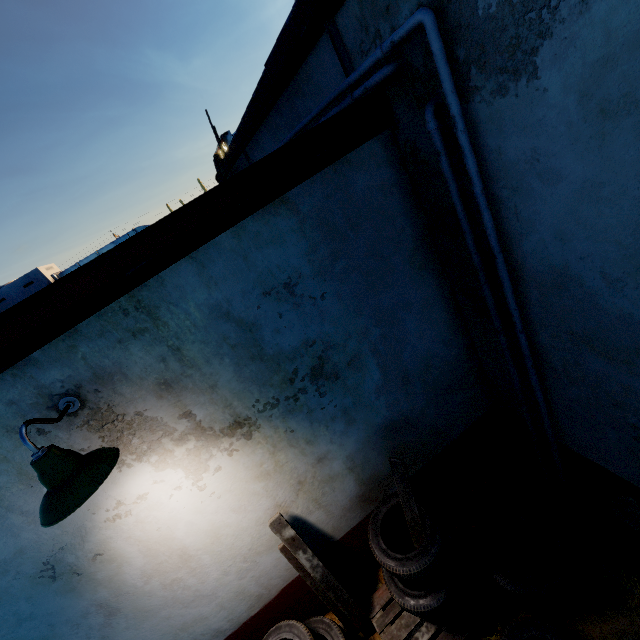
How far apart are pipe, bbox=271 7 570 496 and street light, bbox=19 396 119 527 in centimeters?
266cm

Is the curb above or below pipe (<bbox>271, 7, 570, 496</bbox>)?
below

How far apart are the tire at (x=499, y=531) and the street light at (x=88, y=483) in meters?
2.3 m

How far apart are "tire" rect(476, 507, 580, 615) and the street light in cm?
226

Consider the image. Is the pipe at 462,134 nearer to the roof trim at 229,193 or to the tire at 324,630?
the roof trim at 229,193

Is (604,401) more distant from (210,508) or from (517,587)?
(210,508)

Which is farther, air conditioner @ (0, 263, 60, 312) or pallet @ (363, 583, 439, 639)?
air conditioner @ (0, 263, 60, 312)

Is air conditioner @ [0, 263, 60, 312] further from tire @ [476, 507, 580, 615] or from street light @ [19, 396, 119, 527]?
tire @ [476, 507, 580, 615]
